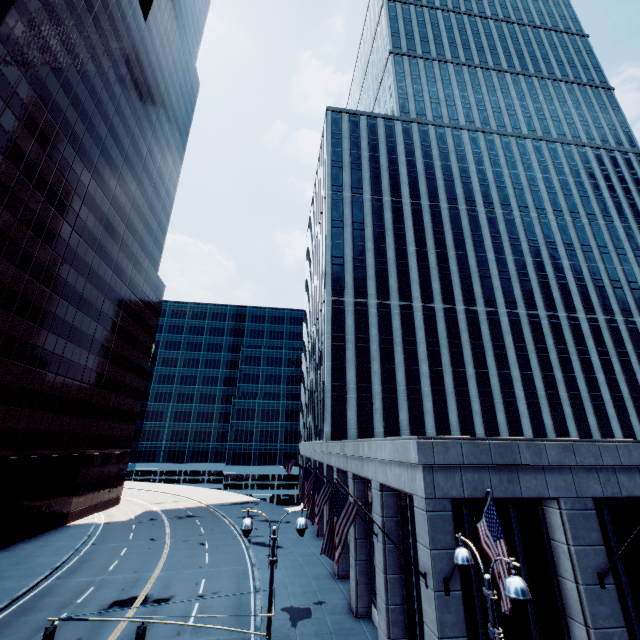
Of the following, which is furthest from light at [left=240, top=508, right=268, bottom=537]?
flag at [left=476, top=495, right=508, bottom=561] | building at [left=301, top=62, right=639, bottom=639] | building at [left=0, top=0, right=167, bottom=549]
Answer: building at [left=0, top=0, right=167, bottom=549]

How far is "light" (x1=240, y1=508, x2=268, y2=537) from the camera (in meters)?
10.80

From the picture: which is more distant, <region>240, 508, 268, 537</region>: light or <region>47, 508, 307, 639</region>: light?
<region>240, 508, 268, 537</region>: light

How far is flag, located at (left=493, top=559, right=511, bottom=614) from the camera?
7.71m

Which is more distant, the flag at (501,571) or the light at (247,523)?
the light at (247,523)

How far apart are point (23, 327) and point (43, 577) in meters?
21.4

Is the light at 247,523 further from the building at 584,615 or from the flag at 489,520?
the flag at 489,520

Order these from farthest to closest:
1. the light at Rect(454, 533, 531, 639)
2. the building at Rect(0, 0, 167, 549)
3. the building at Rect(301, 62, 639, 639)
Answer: the building at Rect(0, 0, 167, 549) → the building at Rect(301, 62, 639, 639) → the light at Rect(454, 533, 531, 639)
